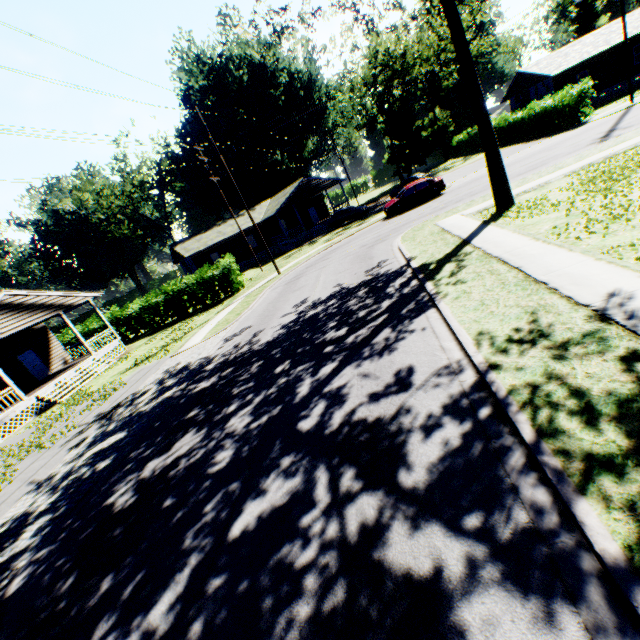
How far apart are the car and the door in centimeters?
2872cm

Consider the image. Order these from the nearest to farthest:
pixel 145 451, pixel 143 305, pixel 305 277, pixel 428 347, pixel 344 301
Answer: pixel 428 347
pixel 145 451
pixel 344 301
pixel 305 277
pixel 143 305

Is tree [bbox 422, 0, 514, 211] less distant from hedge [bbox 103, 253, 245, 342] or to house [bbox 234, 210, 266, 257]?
hedge [bbox 103, 253, 245, 342]

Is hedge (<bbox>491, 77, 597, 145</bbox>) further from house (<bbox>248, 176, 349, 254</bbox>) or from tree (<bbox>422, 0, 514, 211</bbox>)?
tree (<bbox>422, 0, 514, 211</bbox>)

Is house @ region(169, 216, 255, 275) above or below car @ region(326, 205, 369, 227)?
above

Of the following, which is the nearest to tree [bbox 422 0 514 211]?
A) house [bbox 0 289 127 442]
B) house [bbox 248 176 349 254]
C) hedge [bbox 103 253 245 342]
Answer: hedge [bbox 103 253 245 342]

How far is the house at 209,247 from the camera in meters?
37.7

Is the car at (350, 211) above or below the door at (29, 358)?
below
